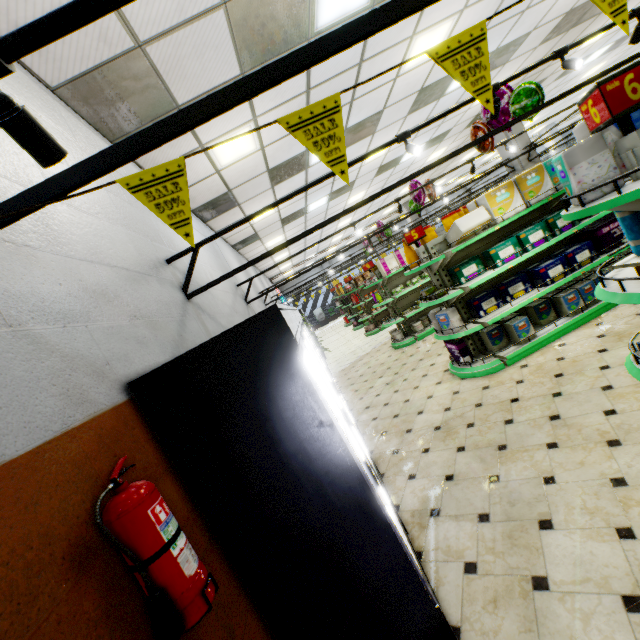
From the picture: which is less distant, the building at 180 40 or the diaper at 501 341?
the building at 180 40

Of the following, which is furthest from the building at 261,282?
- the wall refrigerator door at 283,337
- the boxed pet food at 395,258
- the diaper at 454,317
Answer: the boxed pet food at 395,258

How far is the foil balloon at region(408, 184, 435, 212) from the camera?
8.3 meters

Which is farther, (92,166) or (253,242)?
(253,242)

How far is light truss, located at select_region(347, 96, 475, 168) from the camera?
3.5 meters

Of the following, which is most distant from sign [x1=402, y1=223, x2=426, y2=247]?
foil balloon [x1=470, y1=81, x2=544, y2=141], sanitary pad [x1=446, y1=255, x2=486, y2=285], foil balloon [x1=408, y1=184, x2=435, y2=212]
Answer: foil balloon [x1=408, y1=184, x2=435, y2=212]

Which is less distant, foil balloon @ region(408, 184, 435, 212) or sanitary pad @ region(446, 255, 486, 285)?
sanitary pad @ region(446, 255, 486, 285)

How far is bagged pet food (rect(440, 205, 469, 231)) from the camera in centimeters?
542cm
